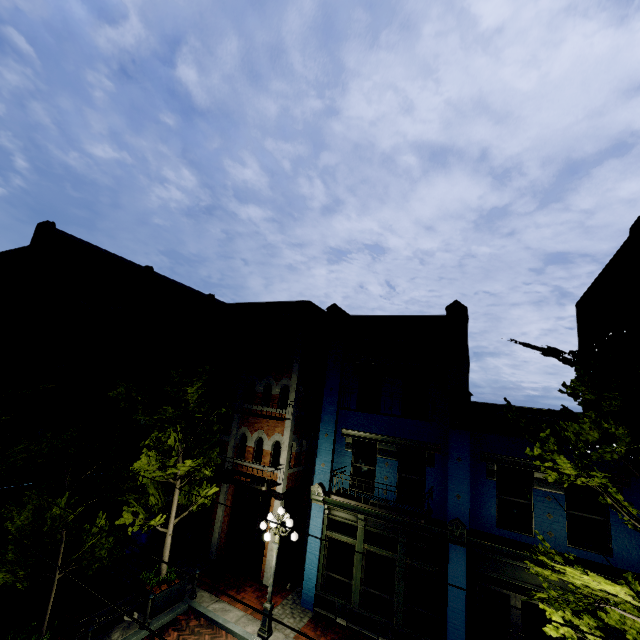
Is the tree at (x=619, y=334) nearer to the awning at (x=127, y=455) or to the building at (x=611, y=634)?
the building at (x=611, y=634)

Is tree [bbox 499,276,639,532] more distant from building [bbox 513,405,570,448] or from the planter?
the planter

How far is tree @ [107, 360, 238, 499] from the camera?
10.1m

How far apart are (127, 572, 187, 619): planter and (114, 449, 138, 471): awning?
5.9m

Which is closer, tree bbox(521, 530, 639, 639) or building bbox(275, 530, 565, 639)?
tree bbox(521, 530, 639, 639)

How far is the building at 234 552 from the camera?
13.51m

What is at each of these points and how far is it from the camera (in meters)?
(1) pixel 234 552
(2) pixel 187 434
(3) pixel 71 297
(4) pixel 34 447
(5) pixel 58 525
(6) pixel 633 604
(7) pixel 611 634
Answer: (1) building, 14.20
(2) tree, 9.97
(3) building, 15.72
(4) tree, 7.92
(5) tree, 8.21
(6) tree, 7.32
(7) building, 8.34

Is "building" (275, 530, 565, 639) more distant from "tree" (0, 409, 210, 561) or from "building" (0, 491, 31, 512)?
"building" (0, 491, 31, 512)
